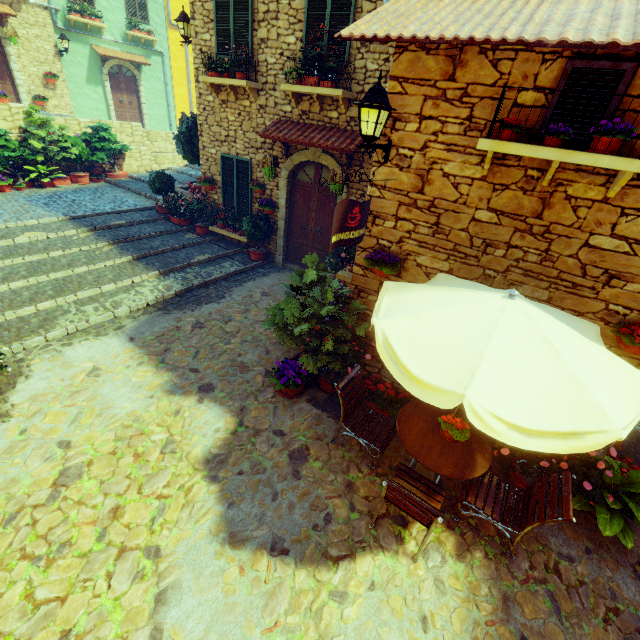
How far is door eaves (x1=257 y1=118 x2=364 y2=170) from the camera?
6.7 meters

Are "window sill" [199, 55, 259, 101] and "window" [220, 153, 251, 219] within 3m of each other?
yes

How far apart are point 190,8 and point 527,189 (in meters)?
9.13

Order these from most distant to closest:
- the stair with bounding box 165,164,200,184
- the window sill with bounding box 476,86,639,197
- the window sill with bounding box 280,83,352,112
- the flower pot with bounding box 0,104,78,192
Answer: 1. the stair with bounding box 165,164,200,184
2. the flower pot with bounding box 0,104,78,192
3. the window sill with bounding box 280,83,352,112
4. the window sill with bounding box 476,86,639,197

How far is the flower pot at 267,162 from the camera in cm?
758

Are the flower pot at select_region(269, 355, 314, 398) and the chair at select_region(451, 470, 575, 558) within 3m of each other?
yes

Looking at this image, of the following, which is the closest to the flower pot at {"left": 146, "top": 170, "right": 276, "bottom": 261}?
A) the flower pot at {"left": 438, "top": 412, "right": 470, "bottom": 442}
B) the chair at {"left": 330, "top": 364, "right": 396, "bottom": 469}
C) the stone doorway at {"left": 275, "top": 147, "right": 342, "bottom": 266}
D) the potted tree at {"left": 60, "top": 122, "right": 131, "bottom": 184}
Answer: the stone doorway at {"left": 275, "top": 147, "right": 342, "bottom": 266}

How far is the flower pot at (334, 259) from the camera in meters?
Result: 6.2 m
